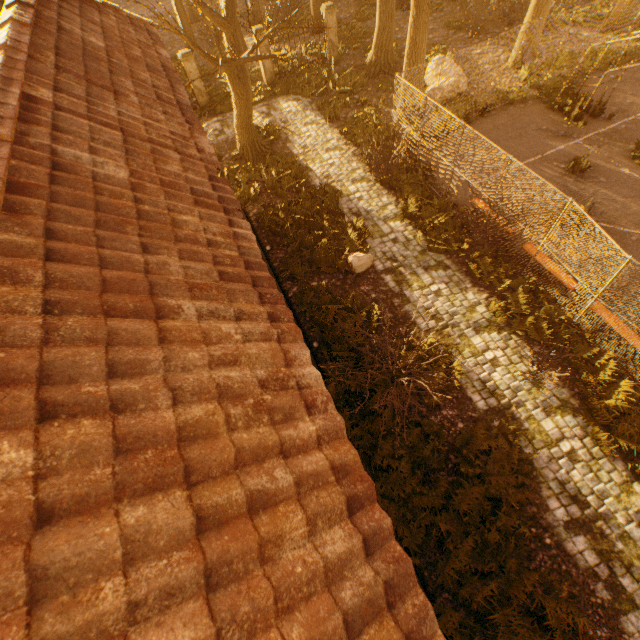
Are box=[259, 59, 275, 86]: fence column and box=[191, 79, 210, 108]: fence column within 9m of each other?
yes

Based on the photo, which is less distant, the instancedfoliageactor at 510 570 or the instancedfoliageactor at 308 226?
the instancedfoliageactor at 510 570

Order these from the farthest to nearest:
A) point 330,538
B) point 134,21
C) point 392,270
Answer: point 392,270
point 134,21
point 330,538

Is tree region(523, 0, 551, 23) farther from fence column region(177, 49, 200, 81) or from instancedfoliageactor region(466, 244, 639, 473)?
fence column region(177, 49, 200, 81)

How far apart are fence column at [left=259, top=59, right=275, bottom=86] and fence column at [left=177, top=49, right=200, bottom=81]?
3.2m

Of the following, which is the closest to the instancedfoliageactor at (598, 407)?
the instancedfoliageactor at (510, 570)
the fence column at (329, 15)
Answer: the instancedfoliageactor at (510, 570)

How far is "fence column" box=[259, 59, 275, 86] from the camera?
17.7 meters

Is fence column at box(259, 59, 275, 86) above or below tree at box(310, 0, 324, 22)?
below
